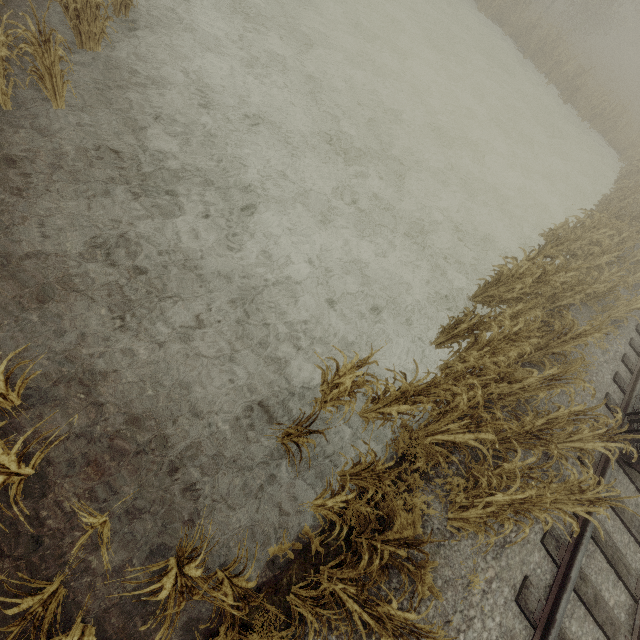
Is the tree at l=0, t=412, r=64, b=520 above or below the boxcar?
below

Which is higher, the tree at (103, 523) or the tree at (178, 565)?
the tree at (178, 565)

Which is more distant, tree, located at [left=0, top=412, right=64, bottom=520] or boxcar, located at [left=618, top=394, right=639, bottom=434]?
boxcar, located at [left=618, top=394, right=639, bottom=434]

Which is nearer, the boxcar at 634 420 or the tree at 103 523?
the tree at 103 523

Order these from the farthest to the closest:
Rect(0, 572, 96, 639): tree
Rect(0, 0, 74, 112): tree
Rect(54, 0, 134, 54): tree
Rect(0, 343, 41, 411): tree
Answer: Rect(54, 0, 134, 54): tree → Rect(0, 0, 74, 112): tree → Rect(0, 343, 41, 411): tree → Rect(0, 572, 96, 639): tree

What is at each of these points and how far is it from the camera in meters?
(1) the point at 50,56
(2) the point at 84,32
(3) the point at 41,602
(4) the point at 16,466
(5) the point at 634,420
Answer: (1) tree, 4.7 m
(2) tree, 5.7 m
(3) tree, 2.7 m
(4) tree, 2.9 m
(5) boxcar, 6.7 m

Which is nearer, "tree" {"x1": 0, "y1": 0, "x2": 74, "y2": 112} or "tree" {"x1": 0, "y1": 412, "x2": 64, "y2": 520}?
"tree" {"x1": 0, "y1": 412, "x2": 64, "y2": 520}
